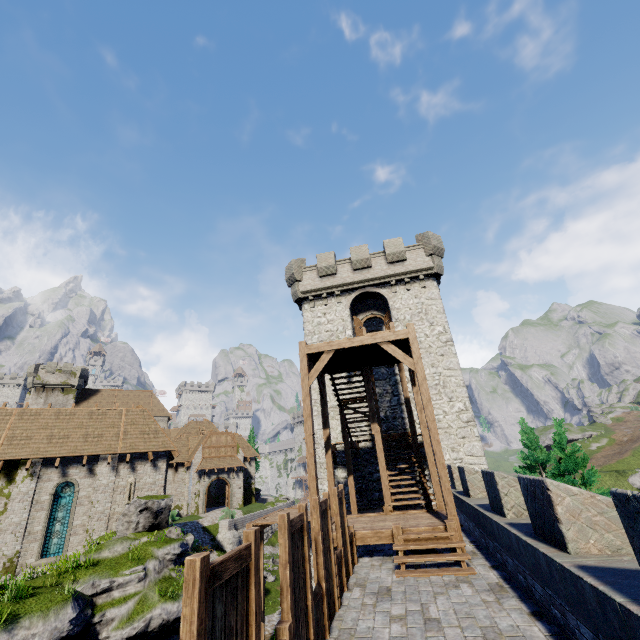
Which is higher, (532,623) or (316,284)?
(316,284)

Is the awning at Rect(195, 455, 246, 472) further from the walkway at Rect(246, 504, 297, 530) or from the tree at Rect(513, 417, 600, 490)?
the tree at Rect(513, 417, 600, 490)

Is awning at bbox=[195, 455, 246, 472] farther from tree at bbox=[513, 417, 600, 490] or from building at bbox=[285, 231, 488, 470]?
tree at bbox=[513, 417, 600, 490]

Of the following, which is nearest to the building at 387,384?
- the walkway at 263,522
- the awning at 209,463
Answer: the walkway at 263,522

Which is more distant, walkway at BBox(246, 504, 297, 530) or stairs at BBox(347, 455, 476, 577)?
walkway at BBox(246, 504, 297, 530)

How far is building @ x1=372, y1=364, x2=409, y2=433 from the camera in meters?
19.4

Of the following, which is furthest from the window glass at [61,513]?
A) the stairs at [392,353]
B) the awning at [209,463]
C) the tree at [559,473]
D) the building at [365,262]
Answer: the tree at [559,473]

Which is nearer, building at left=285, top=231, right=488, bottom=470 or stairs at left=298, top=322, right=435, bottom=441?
stairs at left=298, top=322, right=435, bottom=441
